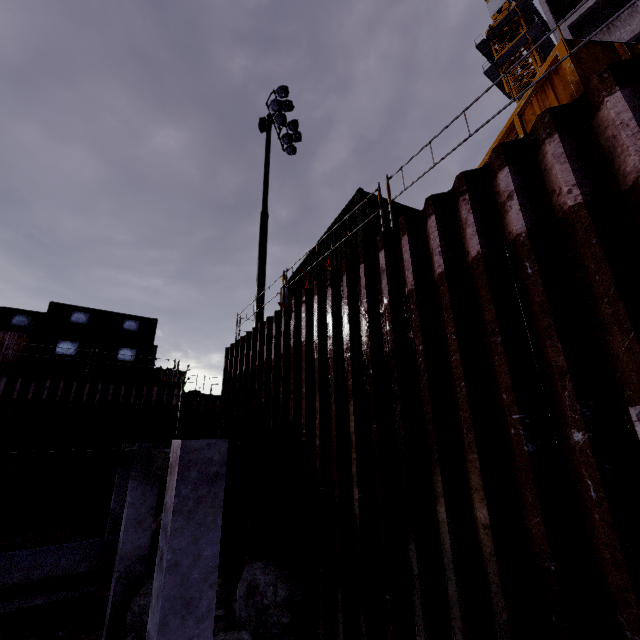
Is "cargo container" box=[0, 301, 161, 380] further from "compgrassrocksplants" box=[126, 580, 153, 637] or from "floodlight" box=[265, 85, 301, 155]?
"floodlight" box=[265, 85, 301, 155]

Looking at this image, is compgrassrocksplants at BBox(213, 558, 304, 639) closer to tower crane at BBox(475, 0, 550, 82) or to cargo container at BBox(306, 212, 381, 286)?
cargo container at BBox(306, 212, 381, 286)

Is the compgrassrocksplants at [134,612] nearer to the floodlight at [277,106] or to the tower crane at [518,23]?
the floodlight at [277,106]

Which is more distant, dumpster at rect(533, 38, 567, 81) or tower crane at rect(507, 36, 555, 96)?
tower crane at rect(507, 36, 555, 96)

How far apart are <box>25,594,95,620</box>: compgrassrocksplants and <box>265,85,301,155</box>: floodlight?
18.6 meters

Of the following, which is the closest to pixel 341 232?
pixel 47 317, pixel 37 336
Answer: pixel 37 336

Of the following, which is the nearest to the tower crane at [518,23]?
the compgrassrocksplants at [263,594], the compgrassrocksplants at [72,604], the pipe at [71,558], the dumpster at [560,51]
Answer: the dumpster at [560,51]

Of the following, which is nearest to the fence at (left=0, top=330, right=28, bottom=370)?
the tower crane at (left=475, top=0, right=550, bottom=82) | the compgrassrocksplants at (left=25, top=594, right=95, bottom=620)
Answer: the compgrassrocksplants at (left=25, top=594, right=95, bottom=620)
